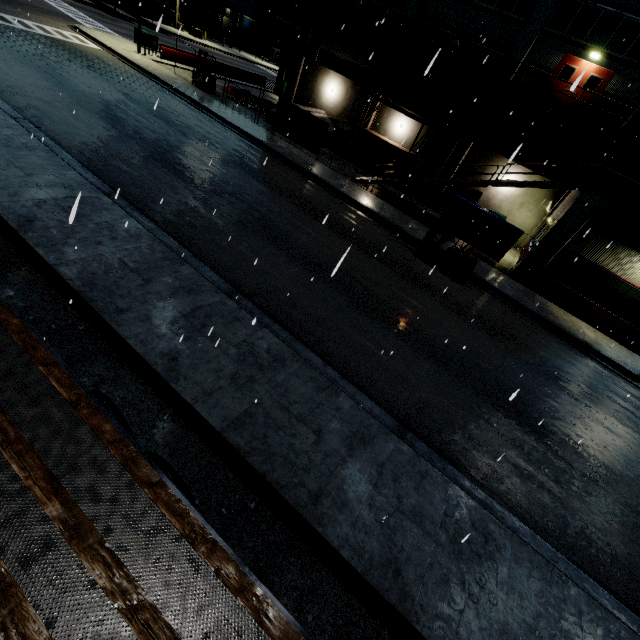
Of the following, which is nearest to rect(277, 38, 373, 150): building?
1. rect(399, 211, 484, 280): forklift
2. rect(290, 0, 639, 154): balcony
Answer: rect(290, 0, 639, 154): balcony

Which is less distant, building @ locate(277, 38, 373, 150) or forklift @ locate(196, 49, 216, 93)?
forklift @ locate(196, 49, 216, 93)

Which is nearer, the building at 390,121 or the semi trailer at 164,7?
the building at 390,121

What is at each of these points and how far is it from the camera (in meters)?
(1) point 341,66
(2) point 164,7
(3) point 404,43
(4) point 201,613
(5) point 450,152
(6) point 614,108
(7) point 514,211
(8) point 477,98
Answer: (1) vent duct, 24.53
(2) semi trailer, 39.88
(3) balcony, 20.34
(4) semi trailer, 2.79
(5) building, 23.92
(6) building, 18.72
(7) building, 23.12
(8) building, 21.91

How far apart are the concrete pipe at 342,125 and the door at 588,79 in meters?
12.8 m

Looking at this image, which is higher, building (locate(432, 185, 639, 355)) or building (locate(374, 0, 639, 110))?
building (locate(374, 0, 639, 110))

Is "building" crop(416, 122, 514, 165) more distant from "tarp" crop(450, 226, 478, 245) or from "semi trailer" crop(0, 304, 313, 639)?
"tarp" crop(450, 226, 478, 245)

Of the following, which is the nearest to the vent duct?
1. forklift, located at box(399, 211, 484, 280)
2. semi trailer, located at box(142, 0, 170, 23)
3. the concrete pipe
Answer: semi trailer, located at box(142, 0, 170, 23)
